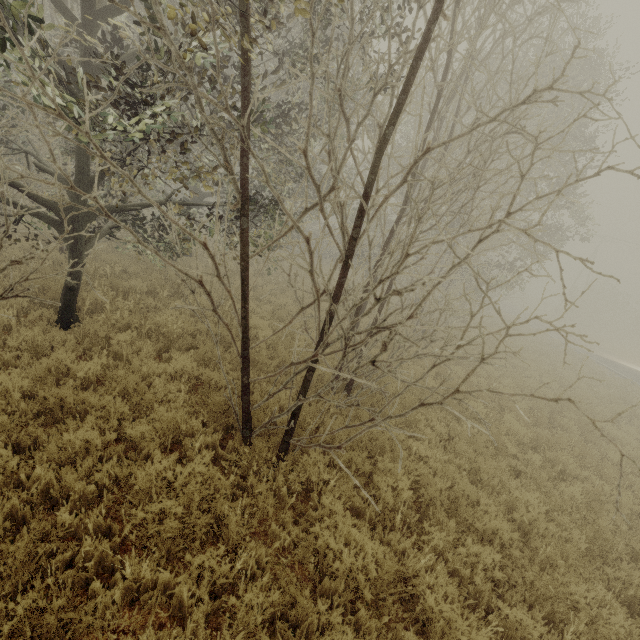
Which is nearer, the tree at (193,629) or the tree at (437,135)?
the tree at (193,629)

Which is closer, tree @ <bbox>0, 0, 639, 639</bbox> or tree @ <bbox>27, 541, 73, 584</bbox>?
tree @ <bbox>27, 541, 73, 584</bbox>

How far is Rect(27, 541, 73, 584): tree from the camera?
2.9m

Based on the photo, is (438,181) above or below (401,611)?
above

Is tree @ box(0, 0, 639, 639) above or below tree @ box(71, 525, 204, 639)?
above

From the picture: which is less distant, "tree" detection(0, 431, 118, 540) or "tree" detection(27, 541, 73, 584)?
"tree" detection(27, 541, 73, 584)

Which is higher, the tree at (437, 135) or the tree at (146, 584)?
the tree at (437, 135)
